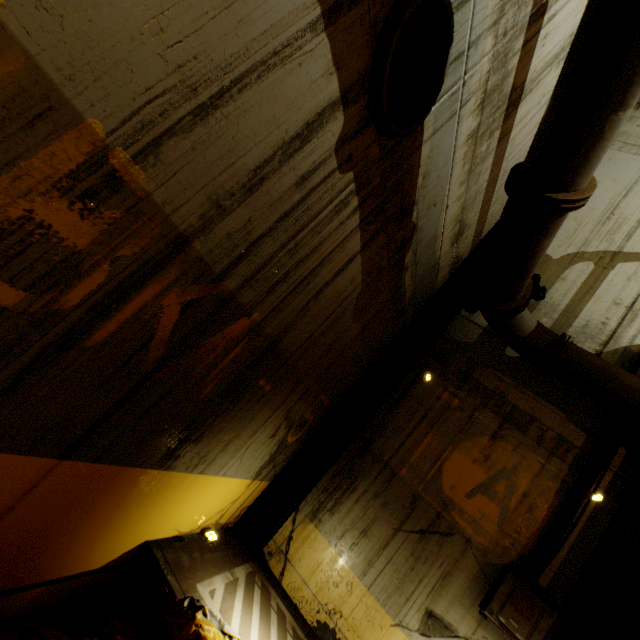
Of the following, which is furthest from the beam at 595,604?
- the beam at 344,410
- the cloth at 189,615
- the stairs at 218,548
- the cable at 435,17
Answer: the cable at 435,17

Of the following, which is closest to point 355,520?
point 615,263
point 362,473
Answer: point 362,473

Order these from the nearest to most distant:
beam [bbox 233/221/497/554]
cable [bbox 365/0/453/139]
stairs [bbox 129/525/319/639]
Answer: cable [bbox 365/0/453/139]
stairs [bbox 129/525/319/639]
beam [bbox 233/221/497/554]

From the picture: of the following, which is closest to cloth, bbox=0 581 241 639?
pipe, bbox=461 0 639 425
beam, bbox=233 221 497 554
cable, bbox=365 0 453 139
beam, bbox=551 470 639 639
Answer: pipe, bbox=461 0 639 425

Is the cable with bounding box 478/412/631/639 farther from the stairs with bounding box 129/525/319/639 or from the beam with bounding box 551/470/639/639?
the stairs with bounding box 129/525/319/639

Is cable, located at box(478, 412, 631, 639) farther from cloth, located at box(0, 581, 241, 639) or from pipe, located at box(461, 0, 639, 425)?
cloth, located at box(0, 581, 241, 639)

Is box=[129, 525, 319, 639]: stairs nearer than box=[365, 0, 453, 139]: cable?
No

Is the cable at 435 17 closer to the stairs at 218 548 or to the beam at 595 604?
the stairs at 218 548
